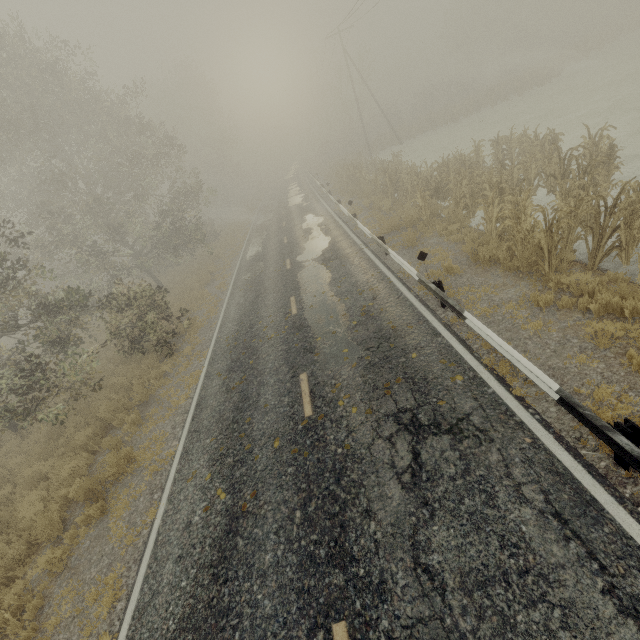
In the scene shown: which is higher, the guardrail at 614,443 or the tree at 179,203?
the tree at 179,203

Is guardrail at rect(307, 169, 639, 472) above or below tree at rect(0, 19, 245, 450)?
below

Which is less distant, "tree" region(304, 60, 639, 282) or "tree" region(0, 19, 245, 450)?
"tree" region(304, 60, 639, 282)

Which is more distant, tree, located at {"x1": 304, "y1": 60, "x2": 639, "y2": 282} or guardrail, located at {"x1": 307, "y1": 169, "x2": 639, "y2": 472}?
tree, located at {"x1": 304, "y1": 60, "x2": 639, "y2": 282}

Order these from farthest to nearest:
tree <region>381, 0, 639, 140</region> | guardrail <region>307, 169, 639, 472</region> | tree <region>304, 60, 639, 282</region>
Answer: tree <region>381, 0, 639, 140</region> → tree <region>304, 60, 639, 282</region> → guardrail <region>307, 169, 639, 472</region>

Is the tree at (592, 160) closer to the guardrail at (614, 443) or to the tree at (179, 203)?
the guardrail at (614, 443)

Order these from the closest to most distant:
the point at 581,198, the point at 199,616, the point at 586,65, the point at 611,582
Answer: the point at 611,582 → the point at 199,616 → the point at 581,198 → the point at 586,65

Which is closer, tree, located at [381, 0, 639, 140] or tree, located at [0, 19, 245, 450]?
tree, located at [0, 19, 245, 450]
